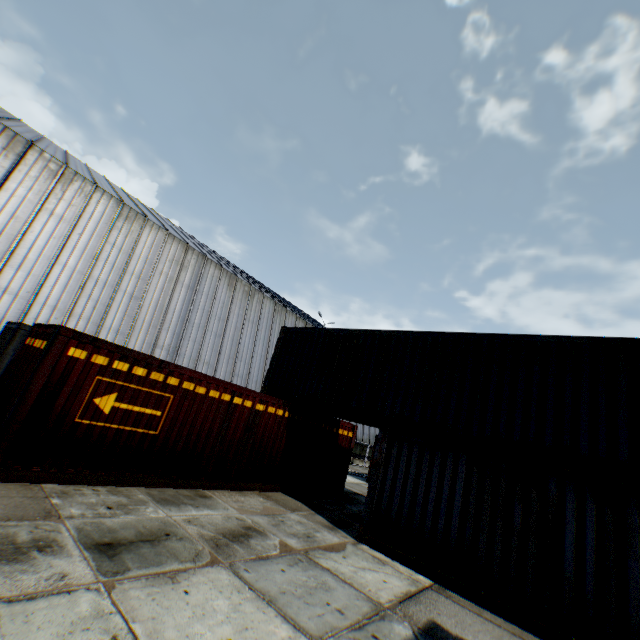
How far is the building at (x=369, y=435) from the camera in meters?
33.7 m

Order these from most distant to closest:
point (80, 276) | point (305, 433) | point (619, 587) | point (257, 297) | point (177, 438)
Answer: point (257, 297) → point (80, 276) → point (305, 433) → point (177, 438) → point (619, 587)

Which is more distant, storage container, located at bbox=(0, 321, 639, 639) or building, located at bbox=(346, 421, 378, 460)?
building, located at bbox=(346, 421, 378, 460)

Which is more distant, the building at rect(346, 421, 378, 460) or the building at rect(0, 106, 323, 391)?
the building at rect(346, 421, 378, 460)

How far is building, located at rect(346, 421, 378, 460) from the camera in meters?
33.7

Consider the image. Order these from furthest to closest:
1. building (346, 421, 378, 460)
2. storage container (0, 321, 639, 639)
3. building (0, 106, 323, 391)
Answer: building (346, 421, 378, 460), building (0, 106, 323, 391), storage container (0, 321, 639, 639)

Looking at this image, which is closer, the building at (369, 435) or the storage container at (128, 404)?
the storage container at (128, 404)
